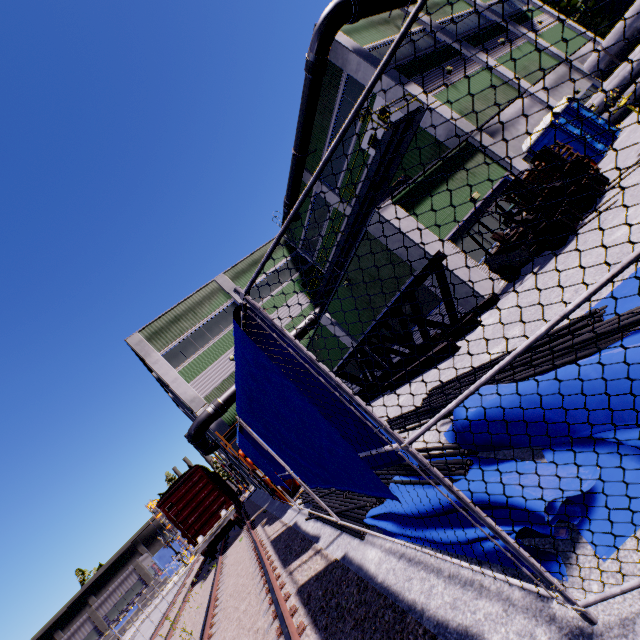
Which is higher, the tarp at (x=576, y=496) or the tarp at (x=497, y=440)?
the tarp at (x=497, y=440)

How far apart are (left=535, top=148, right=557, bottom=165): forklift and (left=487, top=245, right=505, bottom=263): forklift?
0.52m

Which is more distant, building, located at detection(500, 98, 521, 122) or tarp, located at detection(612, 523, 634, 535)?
building, located at detection(500, 98, 521, 122)

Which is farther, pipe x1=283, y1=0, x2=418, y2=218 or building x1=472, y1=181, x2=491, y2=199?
pipe x1=283, y1=0, x2=418, y2=218

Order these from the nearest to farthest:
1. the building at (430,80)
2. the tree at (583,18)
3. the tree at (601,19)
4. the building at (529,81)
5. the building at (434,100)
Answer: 1. the building at (434,100)
2. the building at (430,80)
3. the building at (529,81)
4. the tree at (601,19)
5. the tree at (583,18)

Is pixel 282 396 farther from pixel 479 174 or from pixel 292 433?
pixel 479 174

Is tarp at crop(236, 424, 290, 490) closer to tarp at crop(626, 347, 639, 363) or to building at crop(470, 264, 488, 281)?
tarp at crop(626, 347, 639, 363)
